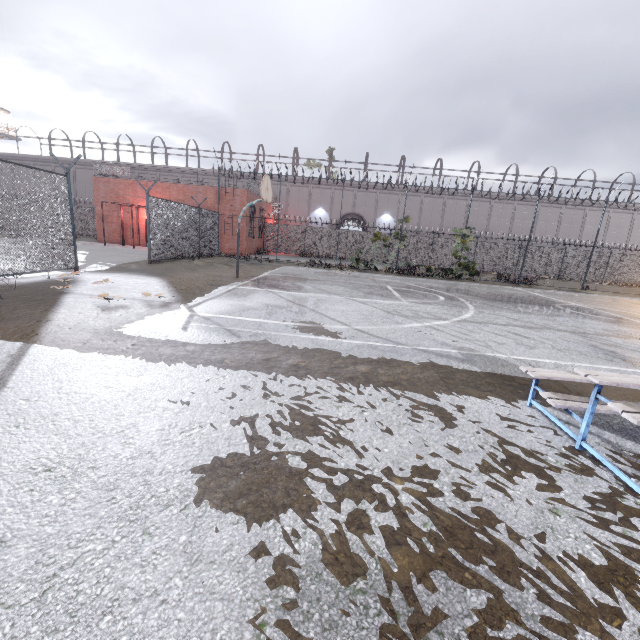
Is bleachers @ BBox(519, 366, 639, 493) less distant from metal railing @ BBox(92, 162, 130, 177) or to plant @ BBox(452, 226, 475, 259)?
plant @ BBox(452, 226, 475, 259)

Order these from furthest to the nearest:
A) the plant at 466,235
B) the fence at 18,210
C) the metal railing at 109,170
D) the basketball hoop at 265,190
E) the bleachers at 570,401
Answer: the metal railing at 109,170, the plant at 466,235, the basketball hoop at 265,190, the fence at 18,210, the bleachers at 570,401

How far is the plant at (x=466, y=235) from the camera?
20.1m

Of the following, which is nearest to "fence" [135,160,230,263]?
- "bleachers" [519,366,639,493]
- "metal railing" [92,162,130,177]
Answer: "metal railing" [92,162,130,177]

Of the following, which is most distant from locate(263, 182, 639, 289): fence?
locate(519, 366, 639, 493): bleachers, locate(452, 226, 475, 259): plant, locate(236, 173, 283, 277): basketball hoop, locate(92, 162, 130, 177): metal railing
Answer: locate(519, 366, 639, 493): bleachers

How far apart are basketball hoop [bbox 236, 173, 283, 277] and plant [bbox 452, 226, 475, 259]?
13.0m

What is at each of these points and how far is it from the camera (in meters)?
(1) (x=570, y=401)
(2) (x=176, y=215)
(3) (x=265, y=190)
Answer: (1) bleachers, 3.26
(2) fence, 15.84
(3) basketball hoop, 11.23

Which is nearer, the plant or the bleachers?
→ the bleachers
